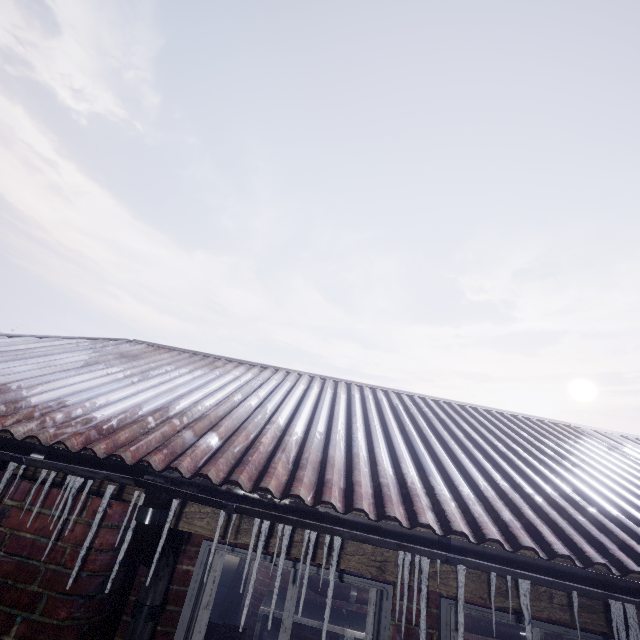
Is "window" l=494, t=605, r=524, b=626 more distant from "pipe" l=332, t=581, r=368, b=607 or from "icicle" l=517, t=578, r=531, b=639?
"pipe" l=332, t=581, r=368, b=607

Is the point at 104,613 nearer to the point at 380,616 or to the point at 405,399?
the point at 380,616

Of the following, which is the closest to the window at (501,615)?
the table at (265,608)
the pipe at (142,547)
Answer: the pipe at (142,547)

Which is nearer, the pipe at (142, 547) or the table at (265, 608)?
the pipe at (142, 547)

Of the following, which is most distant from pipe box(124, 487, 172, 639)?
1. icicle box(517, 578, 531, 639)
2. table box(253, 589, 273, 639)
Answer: table box(253, 589, 273, 639)

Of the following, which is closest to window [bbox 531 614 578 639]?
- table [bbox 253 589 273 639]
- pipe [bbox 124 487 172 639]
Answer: pipe [bbox 124 487 172 639]

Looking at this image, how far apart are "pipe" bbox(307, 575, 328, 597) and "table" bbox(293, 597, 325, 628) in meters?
0.1 m

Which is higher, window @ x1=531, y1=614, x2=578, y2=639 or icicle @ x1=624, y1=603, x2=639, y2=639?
icicle @ x1=624, y1=603, x2=639, y2=639
